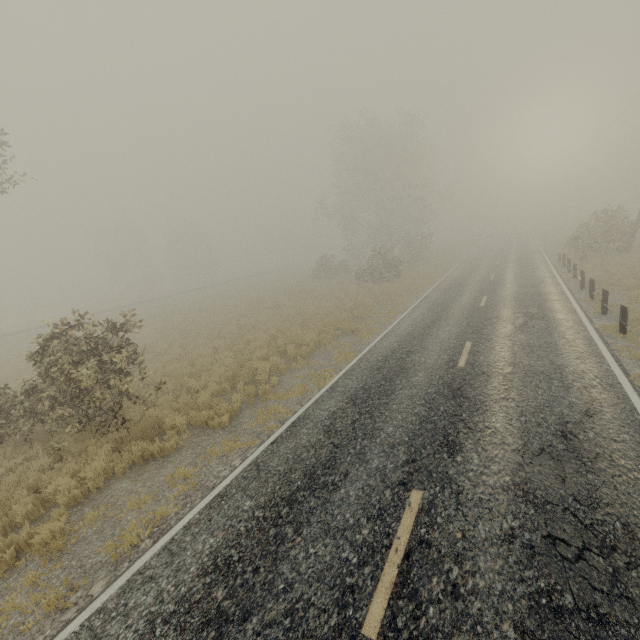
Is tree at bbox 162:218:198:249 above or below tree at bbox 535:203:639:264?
above

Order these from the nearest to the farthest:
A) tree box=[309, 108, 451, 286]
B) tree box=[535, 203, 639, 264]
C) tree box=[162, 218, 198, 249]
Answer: tree box=[535, 203, 639, 264] → tree box=[309, 108, 451, 286] → tree box=[162, 218, 198, 249]

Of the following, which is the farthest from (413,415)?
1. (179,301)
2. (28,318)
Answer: (28,318)

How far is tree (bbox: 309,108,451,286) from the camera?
34.94m

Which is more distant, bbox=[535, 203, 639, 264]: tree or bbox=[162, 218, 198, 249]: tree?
bbox=[162, 218, 198, 249]: tree

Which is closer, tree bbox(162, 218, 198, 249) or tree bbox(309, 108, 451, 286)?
tree bbox(309, 108, 451, 286)

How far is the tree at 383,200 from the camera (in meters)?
34.94

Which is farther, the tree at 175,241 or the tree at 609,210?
the tree at 175,241
